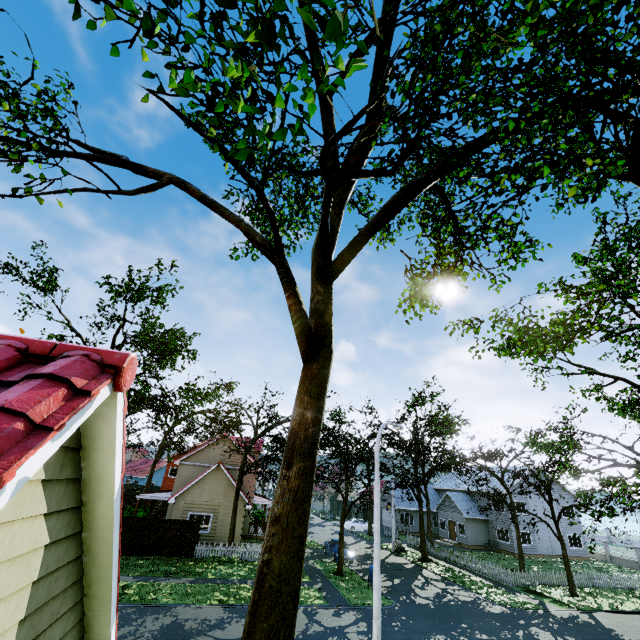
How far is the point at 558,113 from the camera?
5.5 meters

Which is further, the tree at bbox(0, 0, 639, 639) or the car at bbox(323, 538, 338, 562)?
the car at bbox(323, 538, 338, 562)

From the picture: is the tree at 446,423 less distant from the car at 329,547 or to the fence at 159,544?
the fence at 159,544

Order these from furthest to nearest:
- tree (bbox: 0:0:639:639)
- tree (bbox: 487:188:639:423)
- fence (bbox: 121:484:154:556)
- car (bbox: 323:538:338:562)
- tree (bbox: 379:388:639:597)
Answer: car (bbox: 323:538:338:562) → fence (bbox: 121:484:154:556) → tree (bbox: 379:388:639:597) → tree (bbox: 487:188:639:423) → tree (bbox: 0:0:639:639)

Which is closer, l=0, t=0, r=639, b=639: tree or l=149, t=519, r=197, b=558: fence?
l=0, t=0, r=639, b=639: tree

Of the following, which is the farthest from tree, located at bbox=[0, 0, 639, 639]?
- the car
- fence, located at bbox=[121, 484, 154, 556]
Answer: the car

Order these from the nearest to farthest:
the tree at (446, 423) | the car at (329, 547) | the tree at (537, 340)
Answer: the tree at (537, 340) < the tree at (446, 423) < the car at (329, 547)
